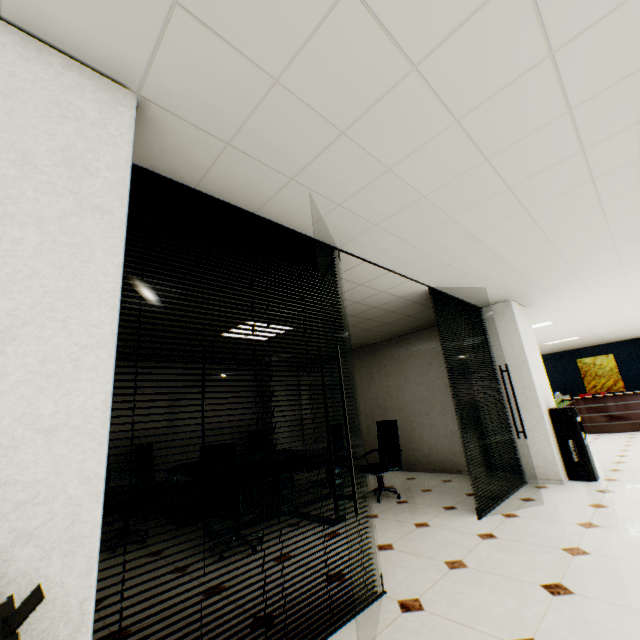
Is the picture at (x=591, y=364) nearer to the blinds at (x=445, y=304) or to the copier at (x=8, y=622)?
the blinds at (x=445, y=304)

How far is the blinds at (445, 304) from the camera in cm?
469

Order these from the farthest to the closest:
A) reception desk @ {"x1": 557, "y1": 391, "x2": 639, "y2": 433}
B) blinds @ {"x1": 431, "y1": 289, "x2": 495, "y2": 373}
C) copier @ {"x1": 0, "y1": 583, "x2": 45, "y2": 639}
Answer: reception desk @ {"x1": 557, "y1": 391, "x2": 639, "y2": 433}, blinds @ {"x1": 431, "y1": 289, "x2": 495, "y2": 373}, copier @ {"x1": 0, "y1": 583, "x2": 45, "y2": 639}

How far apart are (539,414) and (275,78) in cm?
588

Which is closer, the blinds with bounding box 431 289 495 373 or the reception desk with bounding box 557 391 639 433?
the blinds with bounding box 431 289 495 373

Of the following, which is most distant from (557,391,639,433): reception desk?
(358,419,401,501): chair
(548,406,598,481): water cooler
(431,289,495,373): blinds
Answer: (358,419,401,501): chair

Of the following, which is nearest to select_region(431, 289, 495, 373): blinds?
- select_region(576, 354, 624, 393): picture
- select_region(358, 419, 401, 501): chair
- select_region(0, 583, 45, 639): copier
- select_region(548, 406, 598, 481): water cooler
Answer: select_region(548, 406, 598, 481): water cooler

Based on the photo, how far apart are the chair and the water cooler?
2.5 meters
